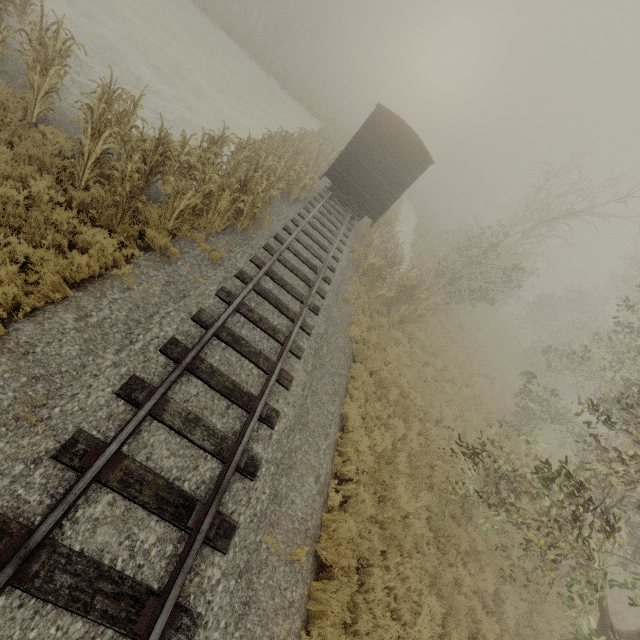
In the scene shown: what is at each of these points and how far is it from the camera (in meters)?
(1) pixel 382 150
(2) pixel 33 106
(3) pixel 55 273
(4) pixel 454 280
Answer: (1) boxcar, 14.26
(2) tree, 7.57
(3) tree, 5.25
(4) tree, 19.67

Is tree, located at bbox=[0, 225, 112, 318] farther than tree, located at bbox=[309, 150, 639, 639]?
No

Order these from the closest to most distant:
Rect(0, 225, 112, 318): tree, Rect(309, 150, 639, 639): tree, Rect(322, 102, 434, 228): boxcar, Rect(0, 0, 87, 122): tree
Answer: Rect(0, 225, 112, 318): tree
Rect(309, 150, 639, 639): tree
Rect(0, 0, 87, 122): tree
Rect(322, 102, 434, 228): boxcar

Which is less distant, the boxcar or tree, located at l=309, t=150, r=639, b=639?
tree, located at l=309, t=150, r=639, b=639

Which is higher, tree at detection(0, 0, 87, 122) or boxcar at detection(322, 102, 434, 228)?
boxcar at detection(322, 102, 434, 228)

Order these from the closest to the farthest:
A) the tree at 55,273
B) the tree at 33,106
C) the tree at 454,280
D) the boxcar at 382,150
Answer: the tree at 55,273 < the tree at 454,280 < the tree at 33,106 < the boxcar at 382,150

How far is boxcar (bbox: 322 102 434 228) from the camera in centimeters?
1375cm

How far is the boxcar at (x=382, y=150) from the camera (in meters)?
13.75
